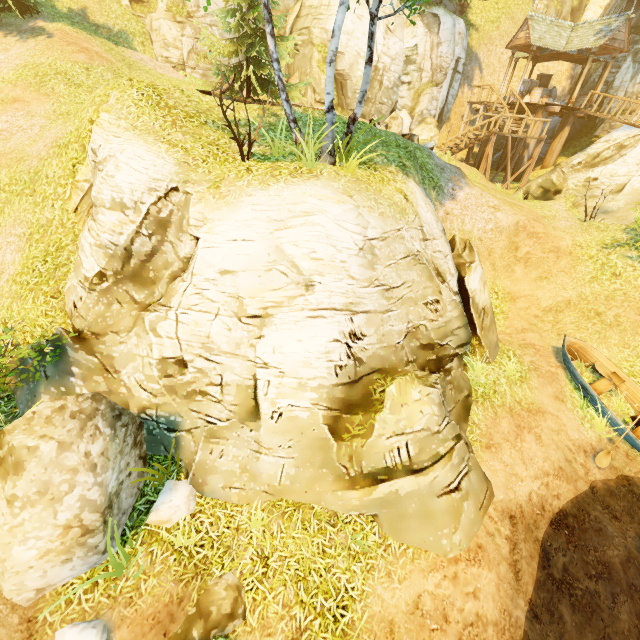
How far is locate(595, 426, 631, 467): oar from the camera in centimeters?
820cm

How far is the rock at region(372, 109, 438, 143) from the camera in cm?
1573

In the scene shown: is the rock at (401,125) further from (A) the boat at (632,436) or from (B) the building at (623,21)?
(A) the boat at (632,436)

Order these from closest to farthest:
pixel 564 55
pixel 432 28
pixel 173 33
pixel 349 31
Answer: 1. pixel 349 31
2. pixel 173 33
3. pixel 432 28
4. pixel 564 55

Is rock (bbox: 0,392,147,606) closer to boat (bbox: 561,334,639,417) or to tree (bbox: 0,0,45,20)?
tree (bbox: 0,0,45,20)

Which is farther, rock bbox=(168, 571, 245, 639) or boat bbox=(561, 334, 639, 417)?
boat bbox=(561, 334, 639, 417)

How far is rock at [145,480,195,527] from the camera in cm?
547

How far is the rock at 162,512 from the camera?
5.5 meters
